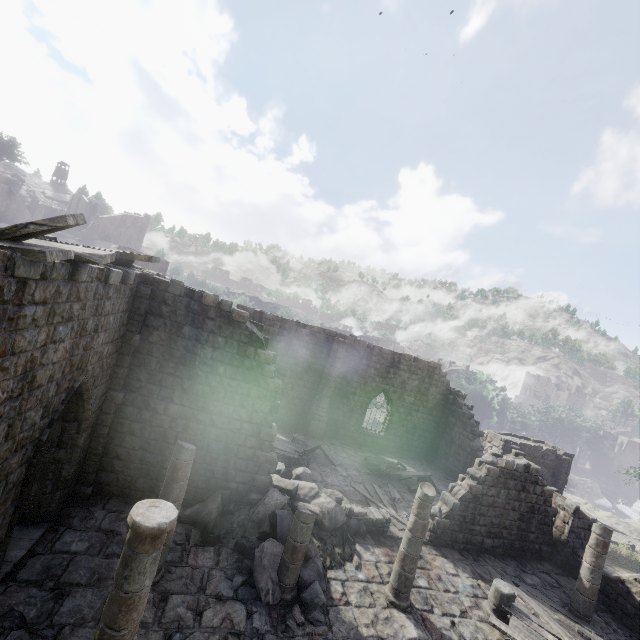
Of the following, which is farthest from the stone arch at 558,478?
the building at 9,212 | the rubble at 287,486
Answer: the building at 9,212

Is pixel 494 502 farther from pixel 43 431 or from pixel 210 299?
pixel 43 431

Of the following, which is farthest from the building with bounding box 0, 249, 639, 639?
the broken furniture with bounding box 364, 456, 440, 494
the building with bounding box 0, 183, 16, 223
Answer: the building with bounding box 0, 183, 16, 223

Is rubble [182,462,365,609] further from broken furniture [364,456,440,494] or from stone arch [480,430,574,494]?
stone arch [480,430,574,494]

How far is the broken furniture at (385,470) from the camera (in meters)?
17.23

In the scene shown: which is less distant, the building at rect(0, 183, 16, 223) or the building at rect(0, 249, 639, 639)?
the building at rect(0, 249, 639, 639)

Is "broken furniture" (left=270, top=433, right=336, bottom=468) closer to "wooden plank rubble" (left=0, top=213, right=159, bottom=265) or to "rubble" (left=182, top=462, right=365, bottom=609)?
"rubble" (left=182, top=462, right=365, bottom=609)

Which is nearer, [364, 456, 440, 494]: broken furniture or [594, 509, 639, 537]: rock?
[364, 456, 440, 494]: broken furniture
